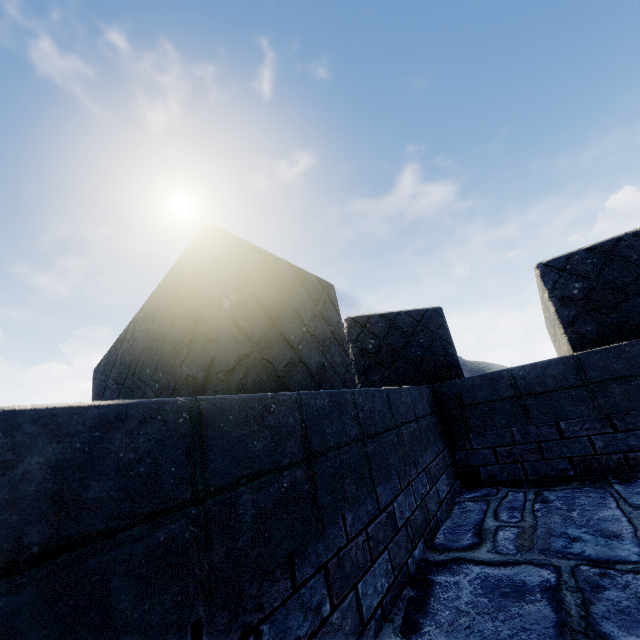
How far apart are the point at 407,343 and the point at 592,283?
1.86m
